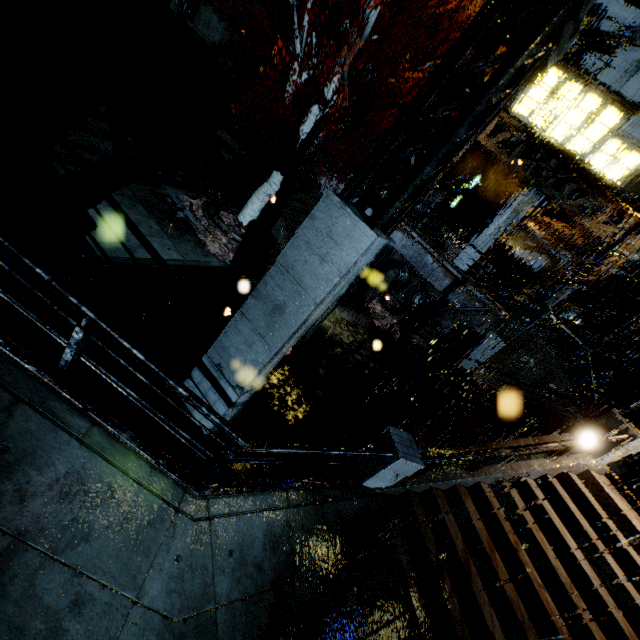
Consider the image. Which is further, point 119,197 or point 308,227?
point 119,197

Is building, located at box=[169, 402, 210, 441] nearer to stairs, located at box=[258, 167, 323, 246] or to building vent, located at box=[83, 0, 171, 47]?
stairs, located at box=[258, 167, 323, 246]

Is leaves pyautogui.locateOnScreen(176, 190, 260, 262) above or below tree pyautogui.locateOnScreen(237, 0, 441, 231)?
below

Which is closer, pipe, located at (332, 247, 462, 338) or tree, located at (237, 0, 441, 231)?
tree, located at (237, 0, 441, 231)

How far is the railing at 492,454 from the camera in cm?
761

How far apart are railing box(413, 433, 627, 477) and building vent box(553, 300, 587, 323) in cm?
1746

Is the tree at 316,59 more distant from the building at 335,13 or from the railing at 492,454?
the railing at 492,454

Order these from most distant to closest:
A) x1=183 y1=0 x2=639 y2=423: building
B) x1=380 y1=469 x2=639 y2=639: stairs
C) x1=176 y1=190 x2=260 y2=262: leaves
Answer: x1=176 y1=190 x2=260 y2=262: leaves → x1=380 y1=469 x2=639 y2=639: stairs → x1=183 y1=0 x2=639 y2=423: building
